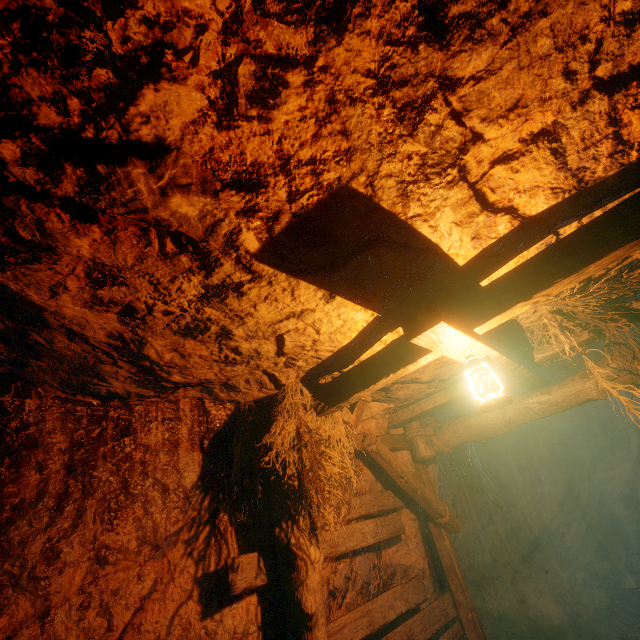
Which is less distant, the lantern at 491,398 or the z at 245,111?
the z at 245,111

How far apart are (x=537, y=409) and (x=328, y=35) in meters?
4.6 m

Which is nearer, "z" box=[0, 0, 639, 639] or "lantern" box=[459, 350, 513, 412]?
"z" box=[0, 0, 639, 639]

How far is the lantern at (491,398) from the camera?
2.4m

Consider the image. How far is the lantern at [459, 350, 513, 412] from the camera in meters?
2.4 m
